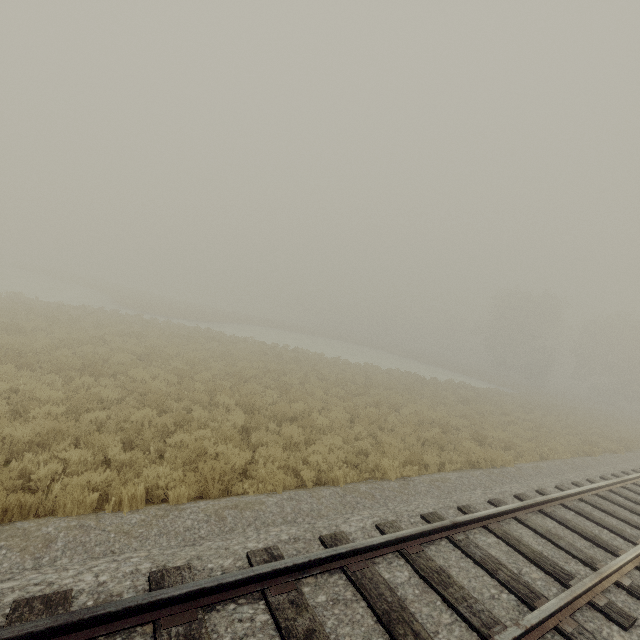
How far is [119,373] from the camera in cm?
1077
